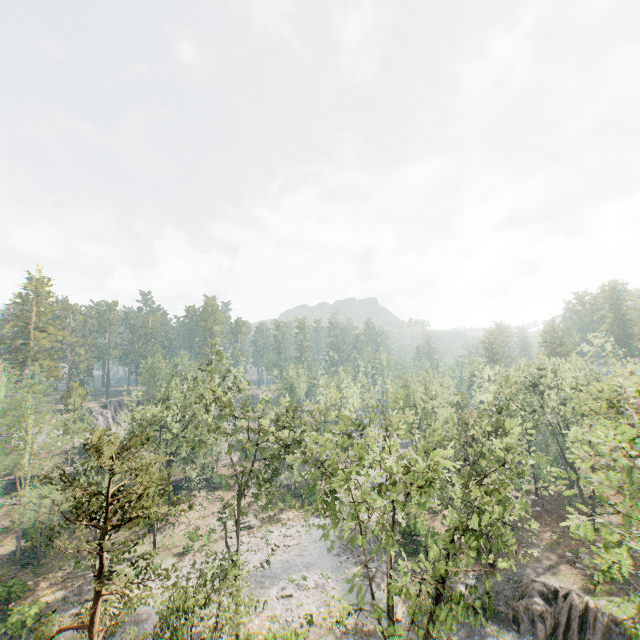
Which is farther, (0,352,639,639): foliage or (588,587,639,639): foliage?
(0,352,639,639): foliage

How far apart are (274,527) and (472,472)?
29.6m

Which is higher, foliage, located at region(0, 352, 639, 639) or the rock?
foliage, located at region(0, 352, 639, 639)

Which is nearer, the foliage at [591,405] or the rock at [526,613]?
the foliage at [591,405]

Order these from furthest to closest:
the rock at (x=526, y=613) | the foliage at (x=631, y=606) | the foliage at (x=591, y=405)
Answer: the rock at (x=526, y=613) → the foliage at (x=591, y=405) → the foliage at (x=631, y=606)

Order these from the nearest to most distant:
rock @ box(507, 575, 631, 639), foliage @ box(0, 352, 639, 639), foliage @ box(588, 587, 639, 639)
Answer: foliage @ box(588, 587, 639, 639)
foliage @ box(0, 352, 639, 639)
rock @ box(507, 575, 631, 639)

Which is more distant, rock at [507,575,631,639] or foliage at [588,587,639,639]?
rock at [507,575,631,639]
